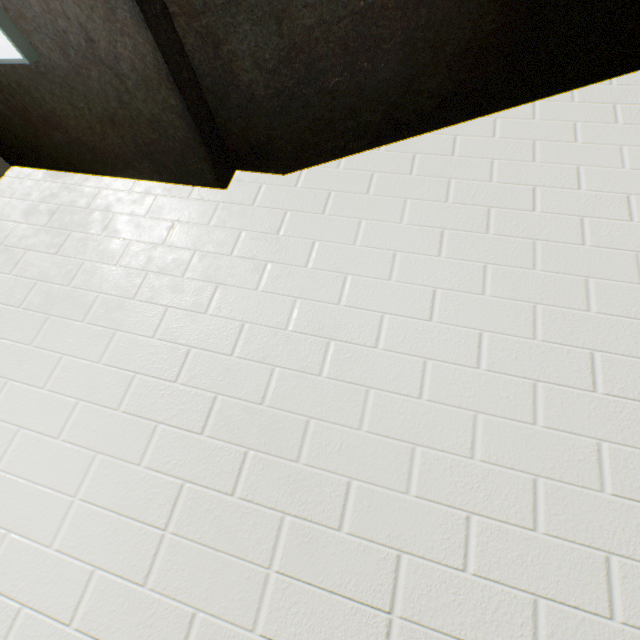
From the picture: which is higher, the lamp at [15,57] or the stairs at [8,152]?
the stairs at [8,152]

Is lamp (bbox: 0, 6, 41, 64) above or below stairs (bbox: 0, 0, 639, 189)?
below

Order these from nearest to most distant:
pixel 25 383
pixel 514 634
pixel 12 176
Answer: pixel 514 634 → pixel 25 383 → pixel 12 176
